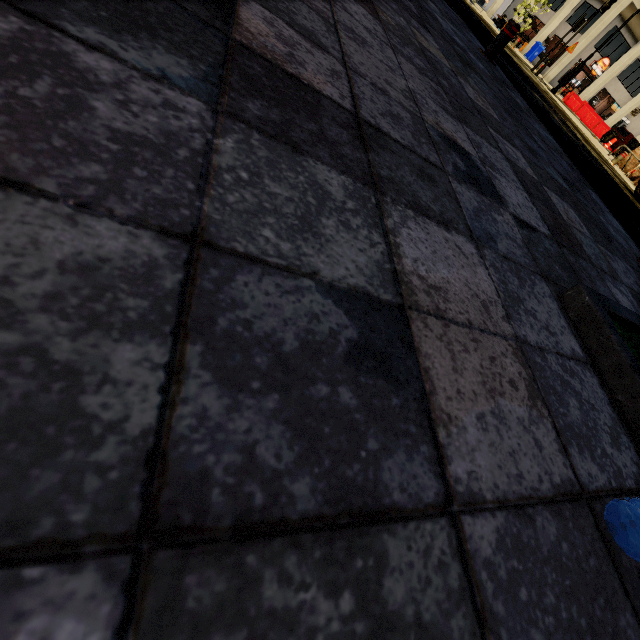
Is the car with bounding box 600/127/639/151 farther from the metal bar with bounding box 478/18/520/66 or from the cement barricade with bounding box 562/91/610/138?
the metal bar with bounding box 478/18/520/66

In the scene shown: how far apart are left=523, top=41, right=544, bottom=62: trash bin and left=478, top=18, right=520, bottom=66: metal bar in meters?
34.0

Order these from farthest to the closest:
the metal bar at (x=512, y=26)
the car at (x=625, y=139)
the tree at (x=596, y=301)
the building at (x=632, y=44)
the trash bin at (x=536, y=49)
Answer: the trash bin at (x=536, y=49) → the building at (x=632, y=44) → the car at (x=625, y=139) → the metal bar at (x=512, y=26) → the tree at (x=596, y=301)

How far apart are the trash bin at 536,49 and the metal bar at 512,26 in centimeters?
3402cm

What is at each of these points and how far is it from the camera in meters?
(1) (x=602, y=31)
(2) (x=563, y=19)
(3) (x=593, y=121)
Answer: (1) building, 28.7 m
(2) building, 32.2 m
(3) cement barricade, 26.0 m

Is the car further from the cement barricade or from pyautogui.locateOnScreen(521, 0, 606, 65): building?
pyautogui.locateOnScreen(521, 0, 606, 65): building

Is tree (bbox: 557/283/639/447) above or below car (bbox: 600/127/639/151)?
below

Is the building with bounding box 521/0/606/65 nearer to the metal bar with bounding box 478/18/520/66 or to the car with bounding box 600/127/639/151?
the car with bounding box 600/127/639/151
